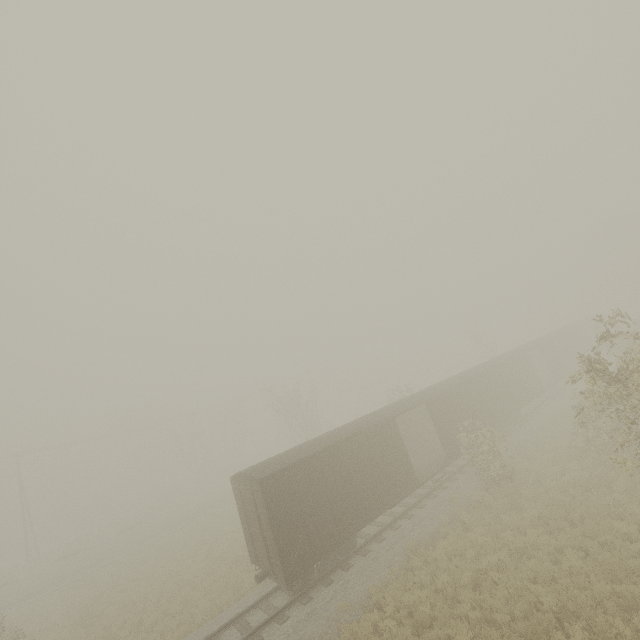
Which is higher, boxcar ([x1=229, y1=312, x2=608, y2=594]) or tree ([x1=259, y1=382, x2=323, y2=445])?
tree ([x1=259, y1=382, x2=323, y2=445])

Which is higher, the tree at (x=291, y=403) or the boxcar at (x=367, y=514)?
the tree at (x=291, y=403)

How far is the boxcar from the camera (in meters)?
12.27

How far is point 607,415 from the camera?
10.2m

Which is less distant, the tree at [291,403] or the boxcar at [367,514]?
the boxcar at [367,514]

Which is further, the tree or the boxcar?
the tree

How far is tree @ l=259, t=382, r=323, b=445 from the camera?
32.66m
